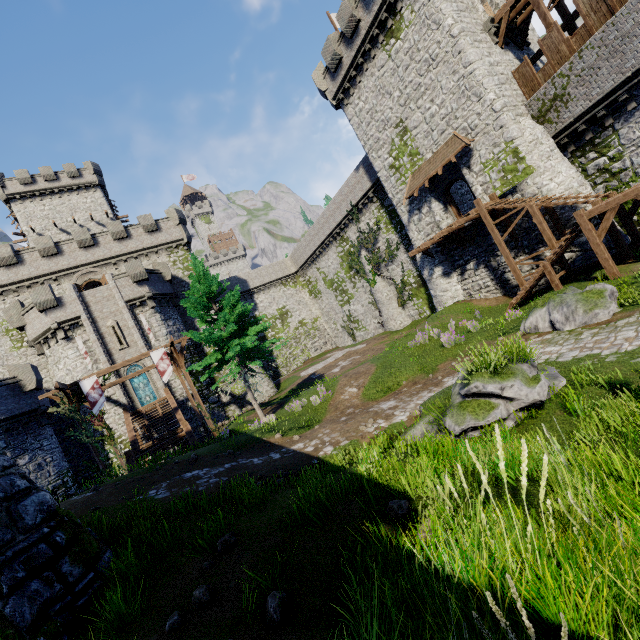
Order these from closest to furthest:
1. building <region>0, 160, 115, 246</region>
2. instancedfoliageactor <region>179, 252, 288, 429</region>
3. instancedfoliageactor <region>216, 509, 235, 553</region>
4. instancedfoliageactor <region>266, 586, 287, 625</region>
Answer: instancedfoliageactor <region>266, 586, 287, 625</region> < instancedfoliageactor <region>216, 509, 235, 553</region> < instancedfoliageactor <region>179, 252, 288, 429</region> < building <region>0, 160, 115, 246</region>

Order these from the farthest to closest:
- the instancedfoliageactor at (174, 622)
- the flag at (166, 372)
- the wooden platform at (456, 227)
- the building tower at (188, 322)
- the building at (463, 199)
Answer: the building tower at (188, 322) < the building at (463, 199) < the wooden platform at (456, 227) < the flag at (166, 372) < the instancedfoliageactor at (174, 622)

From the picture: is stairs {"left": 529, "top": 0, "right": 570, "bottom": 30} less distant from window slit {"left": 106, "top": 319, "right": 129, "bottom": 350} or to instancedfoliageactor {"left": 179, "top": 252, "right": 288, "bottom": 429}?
instancedfoliageactor {"left": 179, "top": 252, "right": 288, "bottom": 429}

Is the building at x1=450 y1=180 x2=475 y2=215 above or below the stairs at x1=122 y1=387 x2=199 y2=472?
above

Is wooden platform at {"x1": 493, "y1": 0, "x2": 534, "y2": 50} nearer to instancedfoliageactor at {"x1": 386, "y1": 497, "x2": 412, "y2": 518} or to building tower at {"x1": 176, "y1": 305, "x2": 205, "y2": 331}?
instancedfoliageactor at {"x1": 386, "y1": 497, "x2": 412, "y2": 518}

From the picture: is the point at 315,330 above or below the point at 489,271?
above

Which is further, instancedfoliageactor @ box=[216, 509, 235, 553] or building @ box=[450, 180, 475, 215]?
building @ box=[450, 180, 475, 215]

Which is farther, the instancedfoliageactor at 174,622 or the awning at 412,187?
the awning at 412,187
